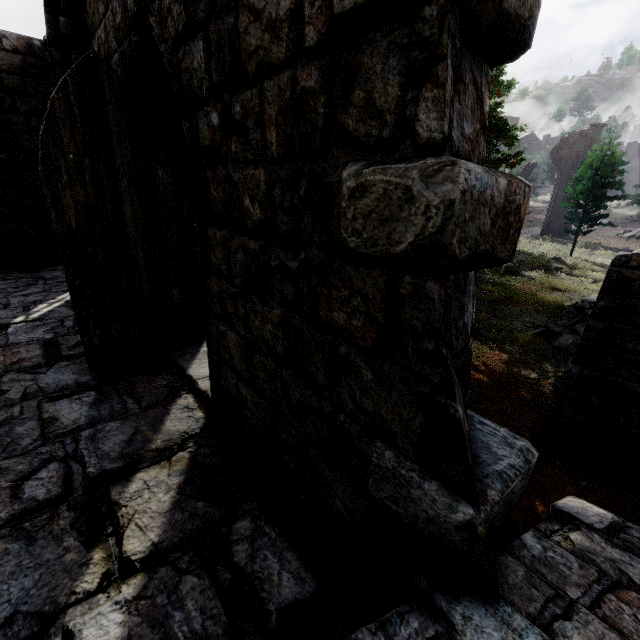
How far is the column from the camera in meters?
28.5 m

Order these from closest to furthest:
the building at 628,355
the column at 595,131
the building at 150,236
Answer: the building at 150,236
the building at 628,355
the column at 595,131

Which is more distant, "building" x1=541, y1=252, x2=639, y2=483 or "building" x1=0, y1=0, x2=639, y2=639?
"building" x1=541, y1=252, x2=639, y2=483

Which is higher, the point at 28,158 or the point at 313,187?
the point at 28,158

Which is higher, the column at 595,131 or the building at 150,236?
the column at 595,131

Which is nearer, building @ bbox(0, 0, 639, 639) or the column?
building @ bbox(0, 0, 639, 639)

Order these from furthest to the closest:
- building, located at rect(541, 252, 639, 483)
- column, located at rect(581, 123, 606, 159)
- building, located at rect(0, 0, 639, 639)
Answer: column, located at rect(581, 123, 606, 159), building, located at rect(541, 252, 639, 483), building, located at rect(0, 0, 639, 639)
